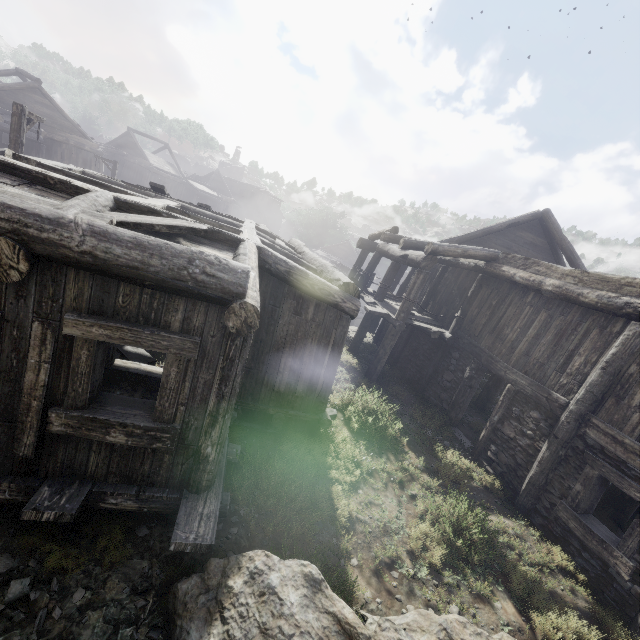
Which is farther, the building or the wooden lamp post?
the wooden lamp post

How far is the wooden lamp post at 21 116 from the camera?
10.48m

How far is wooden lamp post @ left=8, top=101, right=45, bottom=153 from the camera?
10.5 meters

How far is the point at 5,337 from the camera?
3.3m

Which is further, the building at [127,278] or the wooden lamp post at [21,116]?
the wooden lamp post at [21,116]
